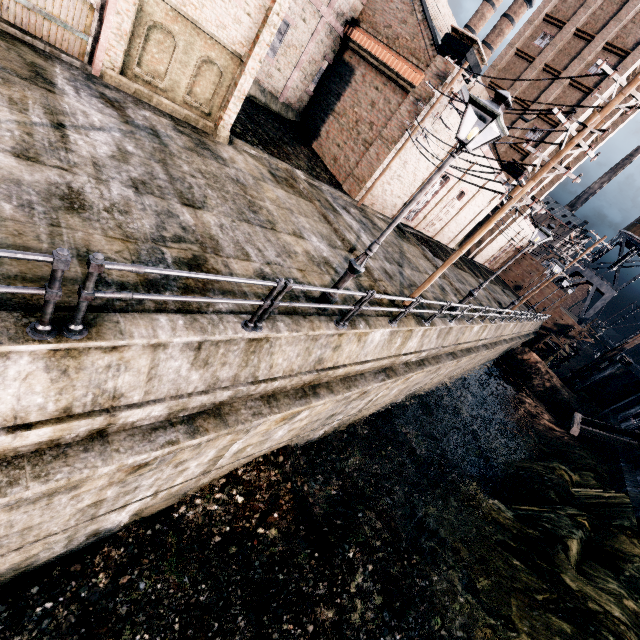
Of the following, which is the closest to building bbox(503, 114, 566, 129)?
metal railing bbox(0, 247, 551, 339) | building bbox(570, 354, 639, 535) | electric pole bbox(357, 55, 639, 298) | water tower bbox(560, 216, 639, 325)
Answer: electric pole bbox(357, 55, 639, 298)

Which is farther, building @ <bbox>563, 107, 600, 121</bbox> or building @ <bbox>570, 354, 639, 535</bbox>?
building @ <bbox>563, 107, 600, 121</bbox>

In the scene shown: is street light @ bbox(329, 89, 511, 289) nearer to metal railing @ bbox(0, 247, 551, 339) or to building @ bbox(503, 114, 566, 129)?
metal railing @ bbox(0, 247, 551, 339)

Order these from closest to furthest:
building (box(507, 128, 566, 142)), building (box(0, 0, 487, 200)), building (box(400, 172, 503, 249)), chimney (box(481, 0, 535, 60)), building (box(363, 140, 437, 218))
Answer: building (box(0, 0, 487, 200)), building (box(363, 140, 437, 218)), building (box(400, 172, 503, 249)), building (box(507, 128, 566, 142)), chimney (box(481, 0, 535, 60))

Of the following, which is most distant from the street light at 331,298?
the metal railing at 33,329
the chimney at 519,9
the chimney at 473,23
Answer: the chimney at 519,9

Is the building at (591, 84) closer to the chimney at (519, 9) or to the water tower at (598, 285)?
the water tower at (598, 285)

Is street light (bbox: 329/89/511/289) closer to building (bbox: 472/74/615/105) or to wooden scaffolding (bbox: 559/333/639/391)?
building (bbox: 472/74/615/105)

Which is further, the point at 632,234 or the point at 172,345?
the point at 632,234
